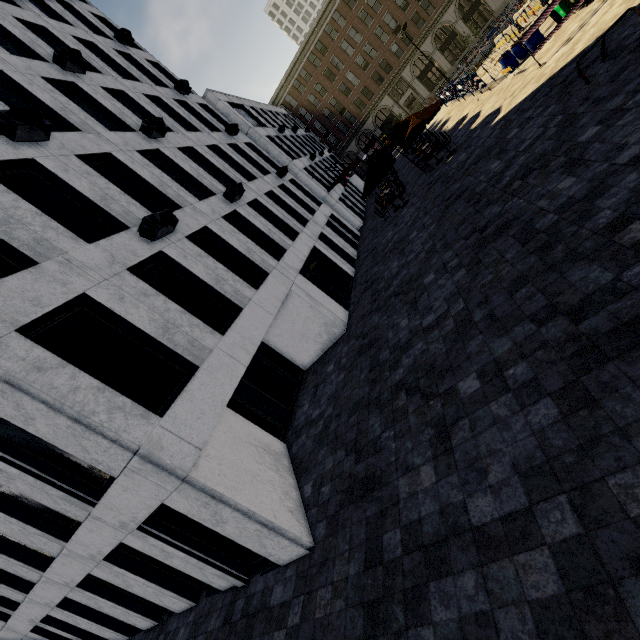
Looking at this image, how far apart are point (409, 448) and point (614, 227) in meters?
5.2 m

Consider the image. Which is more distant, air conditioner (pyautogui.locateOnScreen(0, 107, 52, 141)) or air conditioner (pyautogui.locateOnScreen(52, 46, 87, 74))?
air conditioner (pyautogui.locateOnScreen(52, 46, 87, 74))

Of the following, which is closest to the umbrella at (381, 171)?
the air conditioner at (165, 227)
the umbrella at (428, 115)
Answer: the umbrella at (428, 115)

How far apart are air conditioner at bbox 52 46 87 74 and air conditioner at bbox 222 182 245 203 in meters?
7.2

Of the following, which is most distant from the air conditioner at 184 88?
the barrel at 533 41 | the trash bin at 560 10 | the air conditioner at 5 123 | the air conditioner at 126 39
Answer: the trash bin at 560 10

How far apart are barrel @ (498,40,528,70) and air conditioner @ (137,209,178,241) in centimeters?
1990cm

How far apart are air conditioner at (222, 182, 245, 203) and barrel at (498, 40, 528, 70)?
16.2m

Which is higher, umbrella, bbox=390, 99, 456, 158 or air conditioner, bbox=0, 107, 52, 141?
air conditioner, bbox=0, 107, 52, 141
